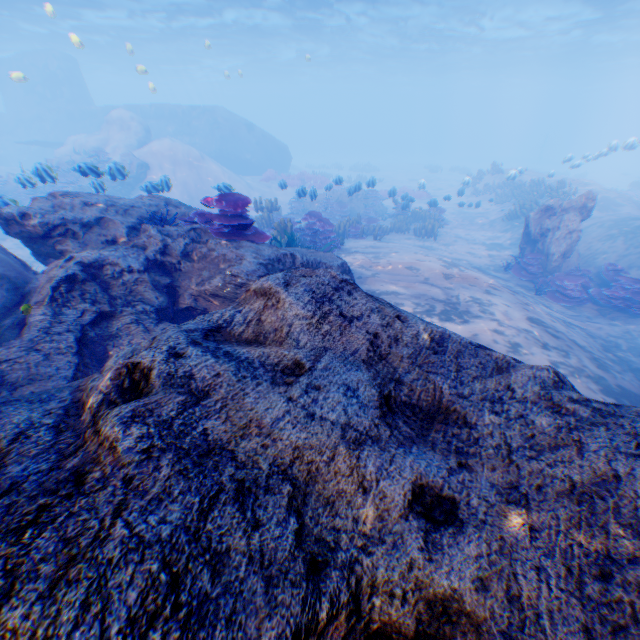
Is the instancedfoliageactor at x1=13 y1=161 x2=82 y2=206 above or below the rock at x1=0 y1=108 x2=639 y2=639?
below

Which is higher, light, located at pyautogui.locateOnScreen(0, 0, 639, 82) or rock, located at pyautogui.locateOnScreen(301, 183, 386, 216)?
light, located at pyautogui.locateOnScreen(0, 0, 639, 82)

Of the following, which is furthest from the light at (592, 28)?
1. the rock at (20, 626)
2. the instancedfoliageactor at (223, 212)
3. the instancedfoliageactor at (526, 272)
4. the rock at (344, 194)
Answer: the instancedfoliageactor at (526, 272)

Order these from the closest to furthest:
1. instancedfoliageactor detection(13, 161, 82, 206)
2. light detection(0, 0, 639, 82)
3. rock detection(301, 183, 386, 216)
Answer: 1. instancedfoliageactor detection(13, 161, 82, 206)
2. rock detection(301, 183, 386, 216)
3. light detection(0, 0, 639, 82)

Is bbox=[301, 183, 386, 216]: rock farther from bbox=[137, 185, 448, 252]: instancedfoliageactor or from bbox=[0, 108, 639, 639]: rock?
bbox=[0, 108, 639, 639]: rock

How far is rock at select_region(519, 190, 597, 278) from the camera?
10.45m

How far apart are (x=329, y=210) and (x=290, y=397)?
18.5 meters

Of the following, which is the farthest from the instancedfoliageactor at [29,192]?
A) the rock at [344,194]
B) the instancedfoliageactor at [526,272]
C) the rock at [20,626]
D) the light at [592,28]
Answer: the instancedfoliageactor at [526,272]
